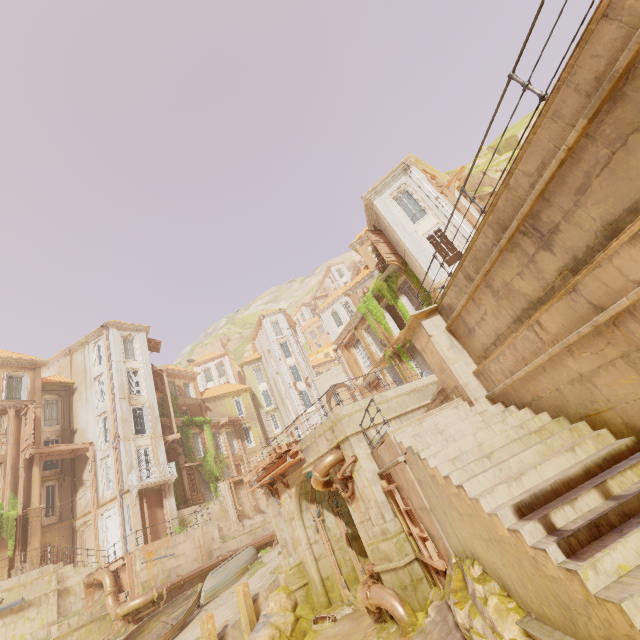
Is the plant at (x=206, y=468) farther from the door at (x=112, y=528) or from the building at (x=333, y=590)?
the door at (x=112, y=528)

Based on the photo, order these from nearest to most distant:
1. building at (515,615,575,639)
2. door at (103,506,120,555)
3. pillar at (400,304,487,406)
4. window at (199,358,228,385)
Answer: building at (515,615,575,639) < pillar at (400,304,487,406) < door at (103,506,120,555) < window at (199,358,228,385)

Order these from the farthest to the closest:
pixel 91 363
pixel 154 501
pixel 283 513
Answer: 1. pixel 91 363
2. pixel 154 501
3. pixel 283 513

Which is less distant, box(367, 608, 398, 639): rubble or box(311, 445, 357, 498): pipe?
box(367, 608, 398, 639): rubble

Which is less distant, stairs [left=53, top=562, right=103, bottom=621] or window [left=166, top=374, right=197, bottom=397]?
stairs [left=53, top=562, right=103, bottom=621]

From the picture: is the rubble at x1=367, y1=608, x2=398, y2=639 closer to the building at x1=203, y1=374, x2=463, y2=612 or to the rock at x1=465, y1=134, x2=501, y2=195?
the building at x1=203, y1=374, x2=463, y2=612

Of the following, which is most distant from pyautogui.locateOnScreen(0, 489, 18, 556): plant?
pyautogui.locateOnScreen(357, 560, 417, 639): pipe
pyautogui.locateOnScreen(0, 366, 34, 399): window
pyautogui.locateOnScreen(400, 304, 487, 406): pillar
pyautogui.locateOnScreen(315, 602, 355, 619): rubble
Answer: pyautogui.locateOnScreen(315, 602, 355, 619): rubble

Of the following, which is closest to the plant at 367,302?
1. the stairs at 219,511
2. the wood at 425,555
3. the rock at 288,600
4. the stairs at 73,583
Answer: the stairs at 219,511
